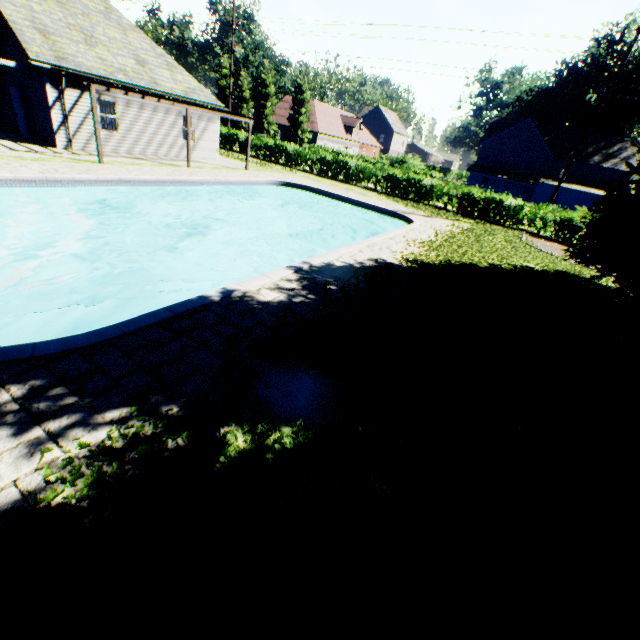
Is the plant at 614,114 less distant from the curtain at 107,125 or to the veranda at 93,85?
the veranda at 93,85

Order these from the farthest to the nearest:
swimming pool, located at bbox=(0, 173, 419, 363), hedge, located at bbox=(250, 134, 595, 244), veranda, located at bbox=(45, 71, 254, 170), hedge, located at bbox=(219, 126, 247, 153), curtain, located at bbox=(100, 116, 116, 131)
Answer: hedge, located at bbox=(219, 126, 247, 153), hedge, located at bbox=(250, 134, 595, 244), curtain, located at bbox=(100, 116, 116, 131), veranda, located at bbox=(45, 71, 254, 170), swimming pool, located at bbox=(0, 173, 419, 363)

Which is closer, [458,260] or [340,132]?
[458,260]

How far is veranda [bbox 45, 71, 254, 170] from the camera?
13.6m

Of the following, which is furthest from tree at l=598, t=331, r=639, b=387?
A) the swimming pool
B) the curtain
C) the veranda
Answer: the curtain

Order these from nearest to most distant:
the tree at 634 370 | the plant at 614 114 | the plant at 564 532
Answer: the plant at 564 532 < the tree at 634 370 < the plant at 614 114

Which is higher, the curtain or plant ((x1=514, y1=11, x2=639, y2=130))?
plant ((x1=514, y1=11, x2=639, y2=130))

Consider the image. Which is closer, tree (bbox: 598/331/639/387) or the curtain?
tree (bbox: 598/331/639/387)
